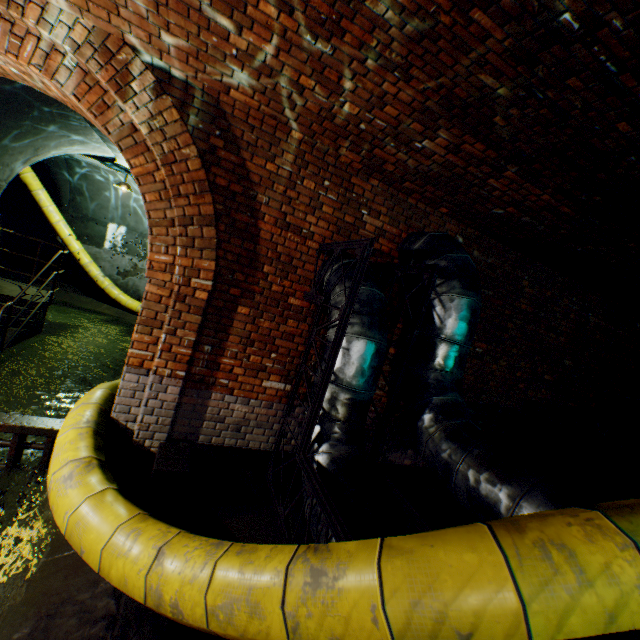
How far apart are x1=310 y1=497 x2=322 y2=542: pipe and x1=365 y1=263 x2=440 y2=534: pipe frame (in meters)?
0.04

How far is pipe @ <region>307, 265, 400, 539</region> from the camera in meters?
2.4 m

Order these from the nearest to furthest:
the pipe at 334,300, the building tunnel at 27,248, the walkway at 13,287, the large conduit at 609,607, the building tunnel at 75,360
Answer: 1. the large conduit at 609,607
2. the pipe at 334,300
3. the building tunnel at 75,360
4. the walkway at 13,287
5. the building tunnel at 27,248

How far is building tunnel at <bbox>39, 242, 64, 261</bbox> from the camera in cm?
1129

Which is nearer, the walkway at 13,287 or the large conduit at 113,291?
the walkway at 13,287

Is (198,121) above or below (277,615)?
above

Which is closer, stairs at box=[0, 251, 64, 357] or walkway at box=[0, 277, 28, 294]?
stairs at box=[0, 251, 64, 357]
